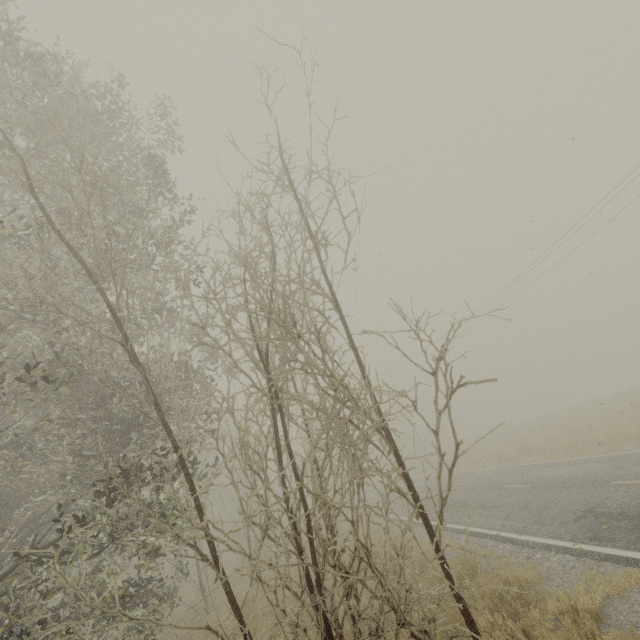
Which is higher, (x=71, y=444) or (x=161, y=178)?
(x=161, y=178)
